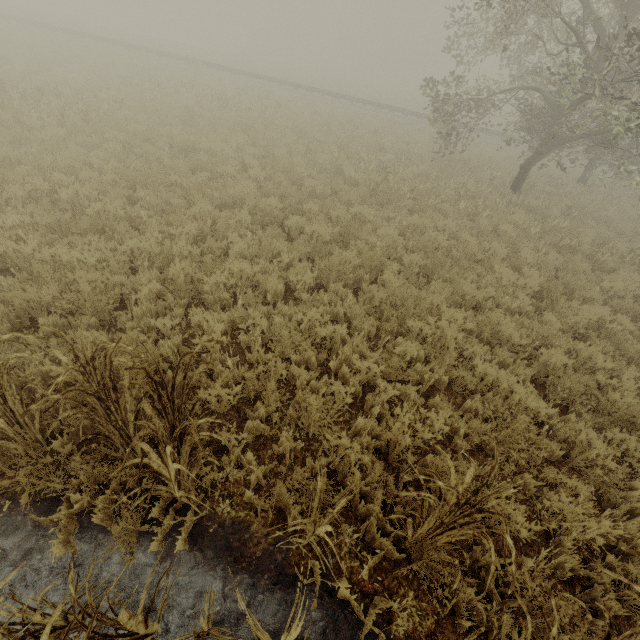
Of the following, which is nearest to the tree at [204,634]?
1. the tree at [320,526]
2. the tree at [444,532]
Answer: the tree at [320,526]

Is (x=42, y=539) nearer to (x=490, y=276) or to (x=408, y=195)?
(x=490, y=276)

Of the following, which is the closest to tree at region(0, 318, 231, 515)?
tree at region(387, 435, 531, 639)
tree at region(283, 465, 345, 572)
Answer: tree at region(283, 465, 345, 572)

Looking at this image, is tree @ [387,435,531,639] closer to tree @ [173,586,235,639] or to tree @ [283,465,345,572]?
tree @ [283,465,345,572]

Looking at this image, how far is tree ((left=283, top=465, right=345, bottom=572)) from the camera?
2.40m
